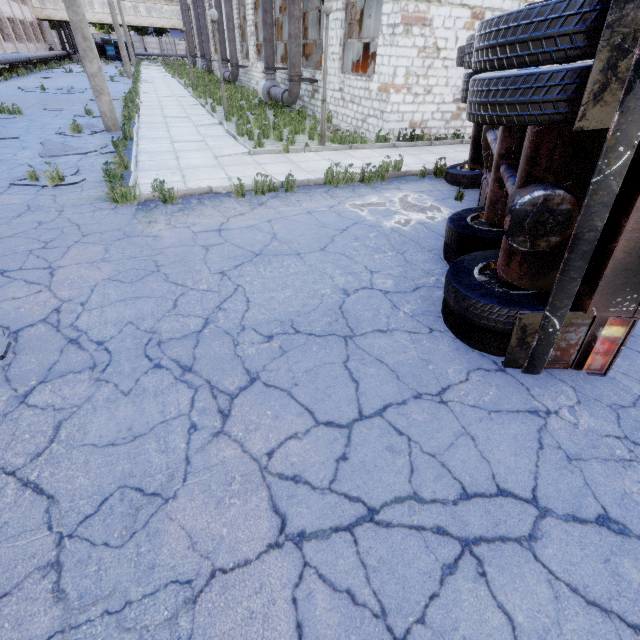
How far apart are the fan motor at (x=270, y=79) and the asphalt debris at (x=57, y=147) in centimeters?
1108cm

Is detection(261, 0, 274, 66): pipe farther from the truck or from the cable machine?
the truck

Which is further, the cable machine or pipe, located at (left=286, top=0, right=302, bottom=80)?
the cable machine

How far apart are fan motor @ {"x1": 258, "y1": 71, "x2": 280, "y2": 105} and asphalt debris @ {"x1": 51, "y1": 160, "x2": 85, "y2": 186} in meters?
12.8 m

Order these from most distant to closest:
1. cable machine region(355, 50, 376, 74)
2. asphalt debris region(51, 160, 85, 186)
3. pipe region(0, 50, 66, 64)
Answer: pipe region(0, 50, 66, 64) → cable machine region(355, 50, 376, 74) → asphalt debris region(51, 160, 85, 186)

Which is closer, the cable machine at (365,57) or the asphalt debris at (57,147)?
the asphalt debris at (57,147)

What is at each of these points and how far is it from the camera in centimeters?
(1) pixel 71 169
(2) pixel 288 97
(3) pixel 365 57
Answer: (1) asphalt debris, 745cm
(2) pipe, 1502cm
(3) cable machine, 1583cm

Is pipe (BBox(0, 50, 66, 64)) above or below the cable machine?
below
